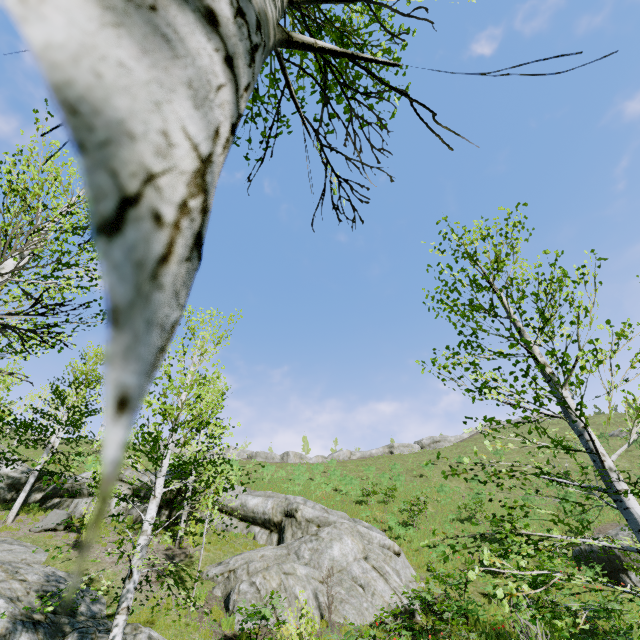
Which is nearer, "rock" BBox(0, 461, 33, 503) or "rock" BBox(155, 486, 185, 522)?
"rock" BBox(155, 486, 185, 522)

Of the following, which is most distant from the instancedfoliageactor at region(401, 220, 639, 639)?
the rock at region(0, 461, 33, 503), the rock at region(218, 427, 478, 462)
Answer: the rock at region(218, 427, 478, 462)

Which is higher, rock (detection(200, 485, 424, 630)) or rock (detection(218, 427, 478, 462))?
rock (detection(218, 427, 478, 462))

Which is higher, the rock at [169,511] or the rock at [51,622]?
the rock at [169,511]

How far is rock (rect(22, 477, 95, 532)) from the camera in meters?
15.3

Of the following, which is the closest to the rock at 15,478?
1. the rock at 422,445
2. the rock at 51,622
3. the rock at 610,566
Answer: the rock at 51,622

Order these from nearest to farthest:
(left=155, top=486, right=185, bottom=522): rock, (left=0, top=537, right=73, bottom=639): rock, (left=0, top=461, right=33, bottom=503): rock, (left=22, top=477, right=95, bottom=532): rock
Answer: (left=0, top=537, right=73, bottom=639): rock < (left=22, top=477, right=95, bottom=532): rock < (left=155, top=486, right=185, bottom=522): rock < (left=0, top=461, right=33, bottom=503): rock

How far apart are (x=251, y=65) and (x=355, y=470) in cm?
4067
